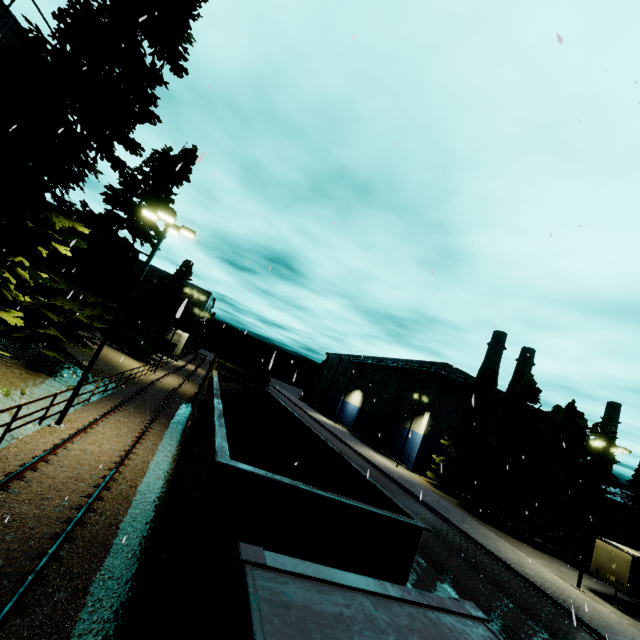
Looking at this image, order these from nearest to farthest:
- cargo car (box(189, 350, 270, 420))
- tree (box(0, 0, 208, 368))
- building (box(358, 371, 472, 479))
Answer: tree (box(0, 0, 208, 368)), cargo car (box(189, 350, 270, 420)), building (box(358, 371, 472, 479))

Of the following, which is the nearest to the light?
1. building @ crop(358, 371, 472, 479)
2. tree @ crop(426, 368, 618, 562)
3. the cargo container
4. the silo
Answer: the silo

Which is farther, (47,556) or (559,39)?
(47,556)

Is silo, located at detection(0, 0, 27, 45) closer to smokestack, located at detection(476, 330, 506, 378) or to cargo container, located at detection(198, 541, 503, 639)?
cargo container, located at detection(198, 541, 503, 639)

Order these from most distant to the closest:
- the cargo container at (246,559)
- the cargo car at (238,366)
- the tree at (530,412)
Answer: the tree at (530,412) < the cargo car at (238,366) < the cargo container at (246,559)

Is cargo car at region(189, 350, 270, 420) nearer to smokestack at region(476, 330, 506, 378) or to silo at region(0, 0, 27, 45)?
silo at region(0, 0, 27, 45)

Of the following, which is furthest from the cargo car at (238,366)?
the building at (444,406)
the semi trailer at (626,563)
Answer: the building at (444,406)

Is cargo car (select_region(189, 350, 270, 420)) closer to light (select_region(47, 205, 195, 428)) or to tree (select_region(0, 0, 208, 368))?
light (select_region(47, 205, 195, 428))
